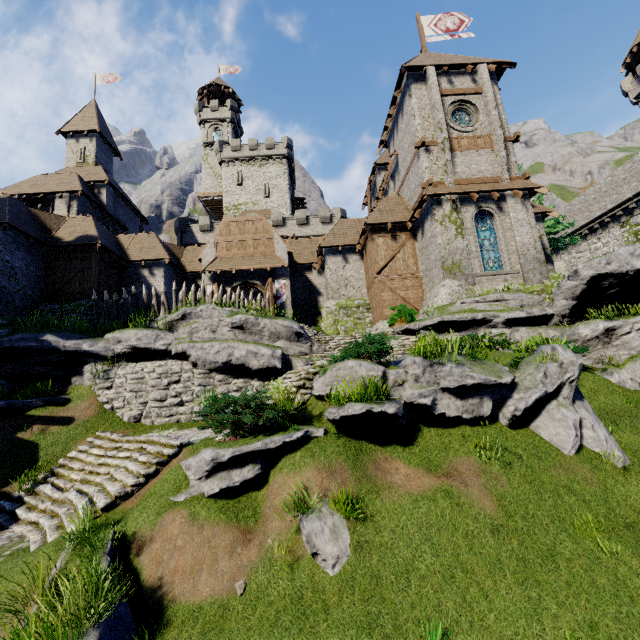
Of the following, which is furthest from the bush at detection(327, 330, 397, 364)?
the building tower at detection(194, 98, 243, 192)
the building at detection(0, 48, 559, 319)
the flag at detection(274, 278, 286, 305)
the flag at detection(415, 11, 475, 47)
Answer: → the building tower at detection(194, 98, 243, 192)

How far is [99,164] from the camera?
32.72m

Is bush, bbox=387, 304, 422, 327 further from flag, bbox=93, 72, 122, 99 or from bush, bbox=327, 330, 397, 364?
flag, bbox=93, 72, 122, 99

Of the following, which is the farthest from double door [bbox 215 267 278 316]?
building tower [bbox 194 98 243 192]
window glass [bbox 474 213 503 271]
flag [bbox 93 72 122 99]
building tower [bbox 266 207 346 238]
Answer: building tower [bbox 194 98 243 192]

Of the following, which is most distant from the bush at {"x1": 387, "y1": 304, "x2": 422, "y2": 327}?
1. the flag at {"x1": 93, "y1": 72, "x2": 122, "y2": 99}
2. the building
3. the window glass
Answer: the flag at {"x1": 93, "y1": 72, "x2": 122, "y2": 99}

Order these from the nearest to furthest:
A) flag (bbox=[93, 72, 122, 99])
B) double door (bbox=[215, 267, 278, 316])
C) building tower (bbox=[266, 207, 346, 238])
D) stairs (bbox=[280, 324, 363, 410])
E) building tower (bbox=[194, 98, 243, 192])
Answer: stairs (bbox=[280, 324, 363, 410]) → double door (bbox=[215, 267, 278, 316]) → flag (bbox=[93, 72, 122, 99]) → building tower (bbox=[266, 207, 346, 238]) → building tower (bbox=[194, 98, 243, 192])

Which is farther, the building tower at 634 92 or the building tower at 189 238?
the building tower at 634 92

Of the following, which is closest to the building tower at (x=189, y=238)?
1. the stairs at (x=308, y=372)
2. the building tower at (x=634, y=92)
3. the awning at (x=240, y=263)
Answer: the awning at (x=240, y=263)
